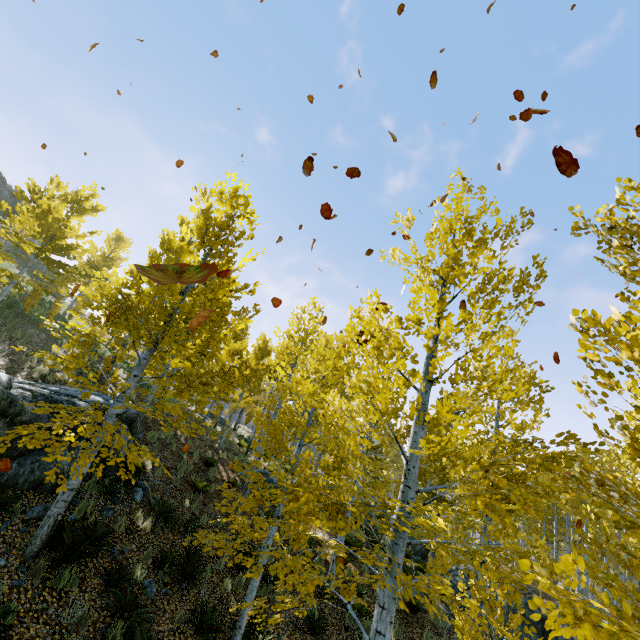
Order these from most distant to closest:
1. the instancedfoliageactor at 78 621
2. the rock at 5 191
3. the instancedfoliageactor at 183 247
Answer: the rock at 5 191
the instancedfoliageactor at 183 247
the instancedfoliageactor at 78 621

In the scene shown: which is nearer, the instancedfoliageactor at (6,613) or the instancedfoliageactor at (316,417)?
the instancedfoliageactor at (316,417)

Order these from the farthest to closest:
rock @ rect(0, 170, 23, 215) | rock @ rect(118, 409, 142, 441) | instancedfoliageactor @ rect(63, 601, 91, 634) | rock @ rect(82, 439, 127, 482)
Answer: rock @ rect(0, 170, 23, 215), rock @ rect(118, 409, 142, 441), rock @ rect(82, 439, 127, 482), instancedfoliageactor @ rect(63, 601, 91, 634)

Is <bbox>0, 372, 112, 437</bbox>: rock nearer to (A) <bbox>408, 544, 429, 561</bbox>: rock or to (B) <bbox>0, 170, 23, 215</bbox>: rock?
(A) <bbox>408, 544, 429, 561</bbox>: rock

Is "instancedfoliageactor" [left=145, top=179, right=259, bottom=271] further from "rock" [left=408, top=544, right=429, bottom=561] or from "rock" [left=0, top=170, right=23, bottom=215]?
"rock" [left=0, top=170, right=23, bottom=215]

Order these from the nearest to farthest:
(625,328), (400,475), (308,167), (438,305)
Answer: (625,328) → (308,167) → (438,305) → (400,475)

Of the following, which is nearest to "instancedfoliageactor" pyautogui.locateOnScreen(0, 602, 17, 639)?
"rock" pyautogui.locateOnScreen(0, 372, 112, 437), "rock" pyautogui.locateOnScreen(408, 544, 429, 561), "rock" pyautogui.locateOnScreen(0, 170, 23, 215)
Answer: "rock" pyautogui.locateOnScreen(408, 544, 429, 561)

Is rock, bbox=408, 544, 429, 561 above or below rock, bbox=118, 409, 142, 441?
below
